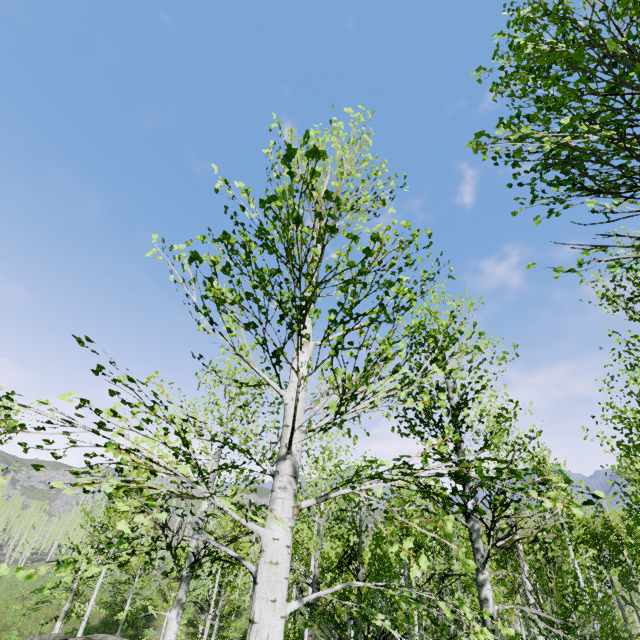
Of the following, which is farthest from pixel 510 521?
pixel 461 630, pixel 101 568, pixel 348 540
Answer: pixel 461 630
